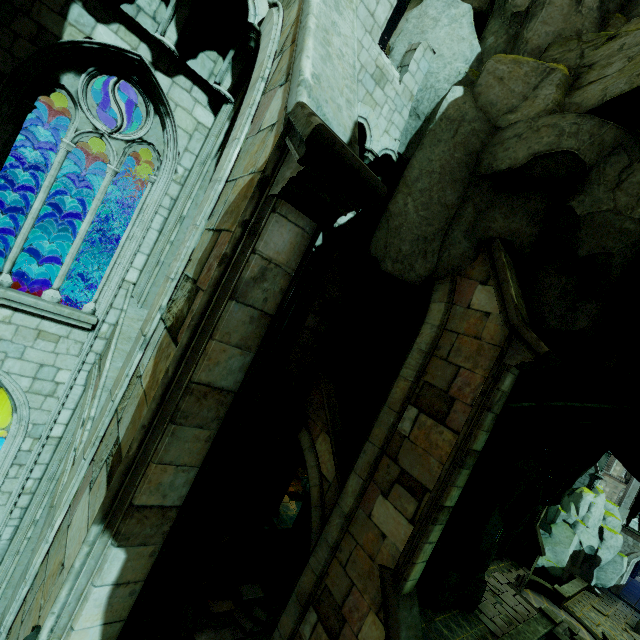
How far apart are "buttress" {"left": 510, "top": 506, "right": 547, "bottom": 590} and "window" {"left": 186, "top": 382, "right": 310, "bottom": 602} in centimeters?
2405cm

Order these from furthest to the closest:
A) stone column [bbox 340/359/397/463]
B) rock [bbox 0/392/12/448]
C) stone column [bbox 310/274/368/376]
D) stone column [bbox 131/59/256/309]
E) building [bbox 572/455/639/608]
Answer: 1. building [bbox 572/455/639/608]
2. rock [bbox 0/392/12/448]
3. stone column [bbox 340/359/397/463]
4. stone column [bbox 310/274/368/376]
5. stone column [bbox 131/59/256/309]

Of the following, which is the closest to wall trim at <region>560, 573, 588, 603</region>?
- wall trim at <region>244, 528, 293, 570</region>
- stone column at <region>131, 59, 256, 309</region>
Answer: wall trim at <region>244, 528, 293, 570</region>

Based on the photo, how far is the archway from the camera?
9.6m

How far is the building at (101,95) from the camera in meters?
7.3

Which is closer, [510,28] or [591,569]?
[510,28]

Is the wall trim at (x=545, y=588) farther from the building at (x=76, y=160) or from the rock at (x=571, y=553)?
the building at (x=76, y=160)

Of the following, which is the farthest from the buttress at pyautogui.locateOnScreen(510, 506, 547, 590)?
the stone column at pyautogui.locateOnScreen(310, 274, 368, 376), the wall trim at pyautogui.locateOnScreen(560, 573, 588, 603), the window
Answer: the window
